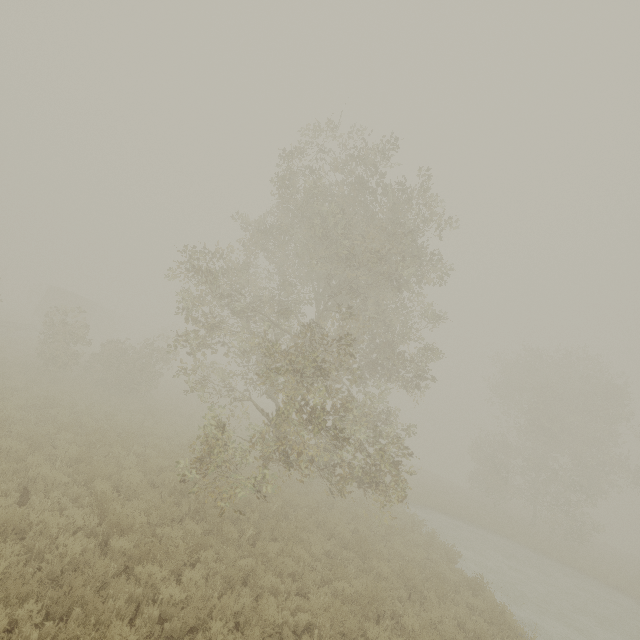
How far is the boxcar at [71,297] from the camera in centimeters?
3625cm

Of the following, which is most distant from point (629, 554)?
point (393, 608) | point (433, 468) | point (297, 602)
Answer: point (297, 602)

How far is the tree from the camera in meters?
9.7

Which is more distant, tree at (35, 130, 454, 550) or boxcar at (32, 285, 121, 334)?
boxcar at (32, 285, 121, 334)

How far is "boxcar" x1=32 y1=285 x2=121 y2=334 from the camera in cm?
3625

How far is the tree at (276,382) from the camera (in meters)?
9.73
